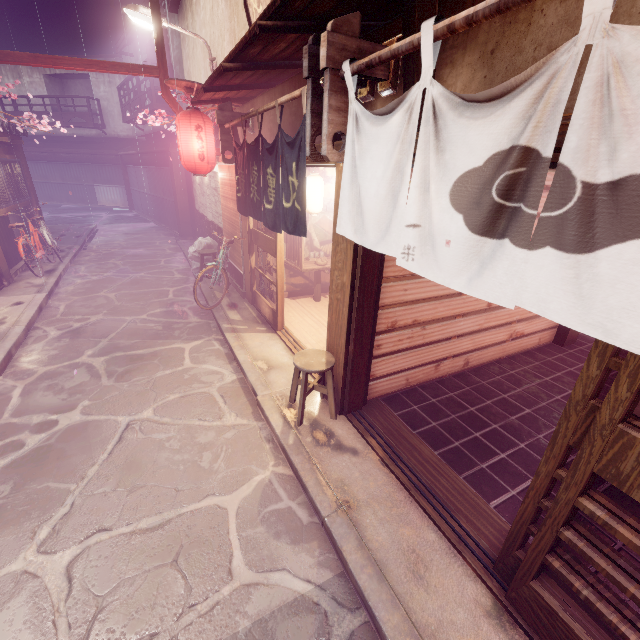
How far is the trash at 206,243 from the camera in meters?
15.8

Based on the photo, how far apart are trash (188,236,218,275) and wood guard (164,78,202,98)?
6.0 meters

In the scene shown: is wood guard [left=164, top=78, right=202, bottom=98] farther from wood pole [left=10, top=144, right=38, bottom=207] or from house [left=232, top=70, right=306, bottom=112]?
wood pole [left=10, top=144, right=38, bottom=207]

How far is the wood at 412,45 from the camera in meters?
3.3

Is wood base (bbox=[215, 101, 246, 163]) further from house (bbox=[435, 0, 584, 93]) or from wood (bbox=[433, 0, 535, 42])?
wood (bbox=[433, 0, 535, 42])

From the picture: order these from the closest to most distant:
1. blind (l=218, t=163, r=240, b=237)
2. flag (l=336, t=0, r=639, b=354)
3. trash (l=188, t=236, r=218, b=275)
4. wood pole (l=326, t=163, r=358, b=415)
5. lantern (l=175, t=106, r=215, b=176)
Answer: flag (l=336, t=0, r=639, b=354) < wood pole (l=326, t=163, r=358, b=415) < lantern (l=175, t=106, r=215, b=176) < blind (l=218, t=163, r=240, b=237) < trash (l=188, t=236, r=218, b=275)

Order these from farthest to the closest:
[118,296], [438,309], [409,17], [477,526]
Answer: [118,296] < [438,309] < [477,526] < [409,17]

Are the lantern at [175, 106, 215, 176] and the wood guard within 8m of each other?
yes
